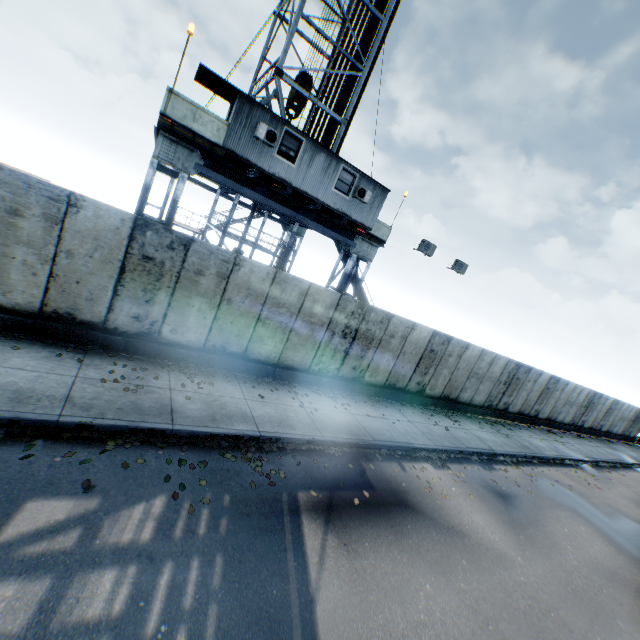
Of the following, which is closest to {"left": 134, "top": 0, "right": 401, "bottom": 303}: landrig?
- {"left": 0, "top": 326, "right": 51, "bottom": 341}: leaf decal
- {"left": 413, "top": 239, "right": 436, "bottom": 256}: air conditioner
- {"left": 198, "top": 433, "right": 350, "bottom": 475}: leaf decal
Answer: {"left": 413, "top": 239, "right": 436, "bottom": 256}: air conditioner

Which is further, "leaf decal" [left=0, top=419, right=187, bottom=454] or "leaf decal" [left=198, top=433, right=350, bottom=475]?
"leaf decal" [left=198, top=433, right=350, bottom=475]

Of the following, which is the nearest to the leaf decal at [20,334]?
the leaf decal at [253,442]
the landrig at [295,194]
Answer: the leaf decal at [253,442]

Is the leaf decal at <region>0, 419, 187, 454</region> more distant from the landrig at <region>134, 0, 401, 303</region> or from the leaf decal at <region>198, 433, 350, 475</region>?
the landrig at <region>134, 0, 401, 303</region>

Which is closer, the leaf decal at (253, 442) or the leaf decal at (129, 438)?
the leaf decal at (129, 438)

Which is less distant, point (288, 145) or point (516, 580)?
point (516, 580)

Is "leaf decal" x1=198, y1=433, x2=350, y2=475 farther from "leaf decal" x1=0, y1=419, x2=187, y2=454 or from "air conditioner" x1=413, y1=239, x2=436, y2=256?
"air conditioner" x1=413, y1=239, x2=436, y2=256

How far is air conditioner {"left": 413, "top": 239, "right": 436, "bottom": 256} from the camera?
15.46m
